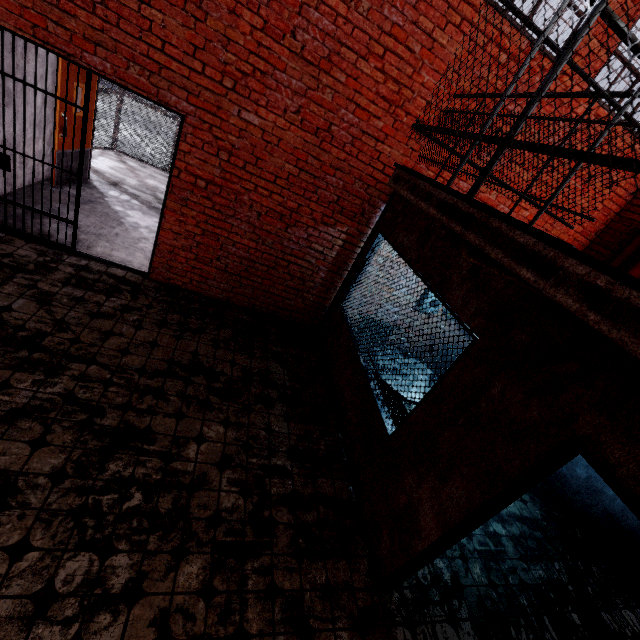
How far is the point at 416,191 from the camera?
1.5m

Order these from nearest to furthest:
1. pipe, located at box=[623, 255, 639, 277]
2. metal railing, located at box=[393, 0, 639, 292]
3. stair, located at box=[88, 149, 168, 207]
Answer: metal railing, located at box=[393, 0, 639, 292]
pipe, located at box=[623, 255, 639, 277]
stair, located at box=[88, 149, 168, 207]

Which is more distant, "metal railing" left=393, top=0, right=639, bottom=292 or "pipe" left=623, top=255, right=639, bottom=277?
"pipe" left=623, top=255, right=639, bottom=277

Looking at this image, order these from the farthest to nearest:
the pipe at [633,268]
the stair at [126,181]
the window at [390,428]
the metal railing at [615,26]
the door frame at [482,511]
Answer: the stair at [126,181] → the pipe at [633,268] → the window at [390,428] → the door frame at [482,511] → the metal railing at [615,26]

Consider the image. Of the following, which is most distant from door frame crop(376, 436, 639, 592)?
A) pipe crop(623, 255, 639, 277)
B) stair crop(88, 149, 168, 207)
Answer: stair crop(88, 149, 168, 207)

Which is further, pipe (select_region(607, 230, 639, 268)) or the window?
pipe (select_region(607, 230, 639, 268))

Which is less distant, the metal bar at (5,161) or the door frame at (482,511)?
the door frame at (482,511)

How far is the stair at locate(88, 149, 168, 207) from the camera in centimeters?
729cm
